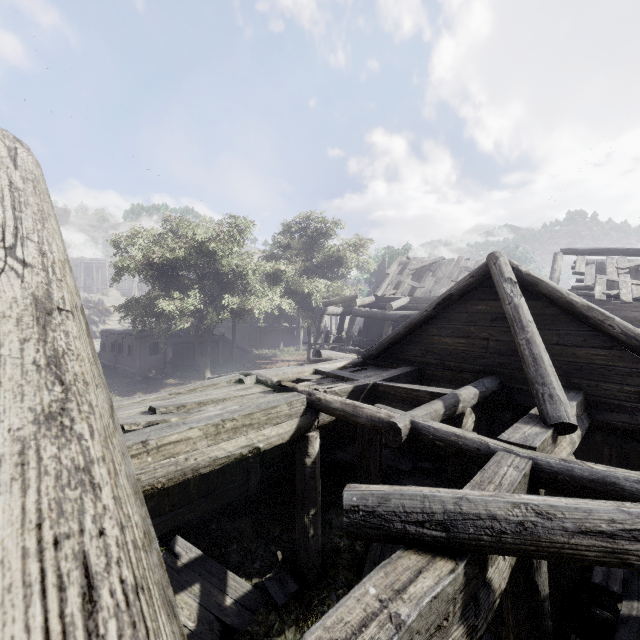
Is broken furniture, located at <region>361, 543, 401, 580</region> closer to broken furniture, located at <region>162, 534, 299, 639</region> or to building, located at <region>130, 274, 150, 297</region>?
building, located at <region>130, 274, 150, 297</region>

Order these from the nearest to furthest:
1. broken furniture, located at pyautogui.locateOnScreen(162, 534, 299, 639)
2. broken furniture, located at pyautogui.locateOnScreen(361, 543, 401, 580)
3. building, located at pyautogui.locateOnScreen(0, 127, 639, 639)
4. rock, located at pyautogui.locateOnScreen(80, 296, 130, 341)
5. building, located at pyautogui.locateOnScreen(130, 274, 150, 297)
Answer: building, located at pyautogui.locateOnScreen(0, 127, 639, 639) < broken furniture, located at pyautogui.locateOnScreen(162, 534, 299, 639) < broken furniture, located at pyautogui.locateOnScreen(361, 543, 401, 580) < rock, located at pyautogui.locateOnScreen(80, 296, 130, 341) < building, located at pyautogui.locateOnScreen(130, 274, 150, 297)

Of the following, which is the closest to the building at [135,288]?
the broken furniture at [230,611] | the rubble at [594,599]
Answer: the rubble at [594,599]

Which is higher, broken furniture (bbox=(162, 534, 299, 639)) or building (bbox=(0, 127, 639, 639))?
building (bbox=(0, 127, 639, 639))

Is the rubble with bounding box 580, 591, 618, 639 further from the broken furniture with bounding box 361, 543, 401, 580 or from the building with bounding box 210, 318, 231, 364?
the broken furniture with bounding box 361, 543, 401, 580

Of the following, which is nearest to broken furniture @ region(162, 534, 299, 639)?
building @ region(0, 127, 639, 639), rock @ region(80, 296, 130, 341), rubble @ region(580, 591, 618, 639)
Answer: building @ region(0, 127, 639, 639)

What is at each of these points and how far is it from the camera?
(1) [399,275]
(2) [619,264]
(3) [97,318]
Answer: (1) wooden plank rubble, 21.8 meters
(2) wooden plank rubble, 15.6 meters
(3) rock, 39.2 meters

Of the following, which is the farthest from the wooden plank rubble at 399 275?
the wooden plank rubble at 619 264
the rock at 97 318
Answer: the rock at 97 318
